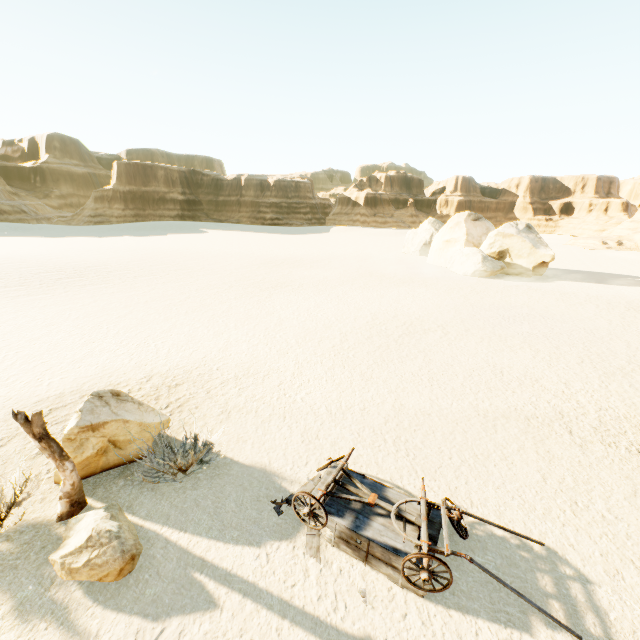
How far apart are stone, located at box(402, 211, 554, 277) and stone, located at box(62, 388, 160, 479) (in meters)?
31.77

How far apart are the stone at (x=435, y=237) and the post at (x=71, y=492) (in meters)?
33.57

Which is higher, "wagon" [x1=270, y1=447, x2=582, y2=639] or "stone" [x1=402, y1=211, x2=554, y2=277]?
"stone" [x1=402, y1=211, x2=554, y2=277]

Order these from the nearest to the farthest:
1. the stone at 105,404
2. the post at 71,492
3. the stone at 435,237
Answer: the post at 71,492 < the stone at 105,404 < the stone at 435,237

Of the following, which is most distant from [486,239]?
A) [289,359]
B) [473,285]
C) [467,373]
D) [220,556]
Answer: [220,556]

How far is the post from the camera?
5.2 meters

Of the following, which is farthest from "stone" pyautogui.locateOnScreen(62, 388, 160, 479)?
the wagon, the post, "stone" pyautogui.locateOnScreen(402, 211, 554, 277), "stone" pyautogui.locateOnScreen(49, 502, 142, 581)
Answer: "stone" pyautogui.locateOnScreen(402, 211, 554, 277)
